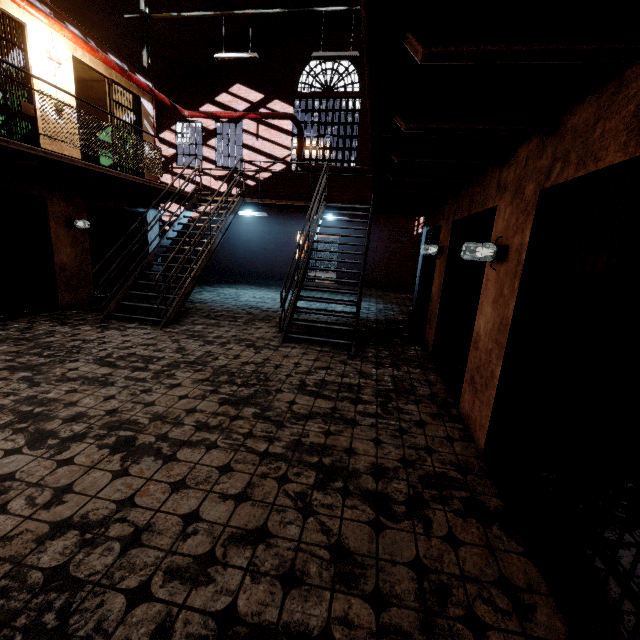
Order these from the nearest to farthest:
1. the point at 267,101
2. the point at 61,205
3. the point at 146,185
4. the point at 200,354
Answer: the point at 200,354 → the point at 61,205 → the point at 146,185 → the point at 267,101

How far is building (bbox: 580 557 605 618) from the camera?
1.79m

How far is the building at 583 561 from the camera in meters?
1.9 m

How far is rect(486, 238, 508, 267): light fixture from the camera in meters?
3.0 m

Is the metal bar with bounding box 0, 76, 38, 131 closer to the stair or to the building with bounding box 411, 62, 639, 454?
the stair

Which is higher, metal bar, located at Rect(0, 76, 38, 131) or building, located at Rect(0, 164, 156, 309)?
metal bar, located at Rect(0, 76, 38, 131)

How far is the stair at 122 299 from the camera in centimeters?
654cm
